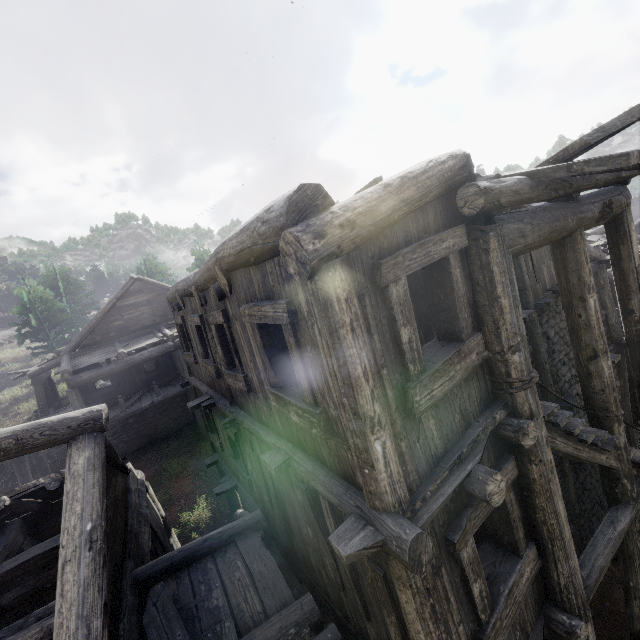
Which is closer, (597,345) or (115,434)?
(597,345)
